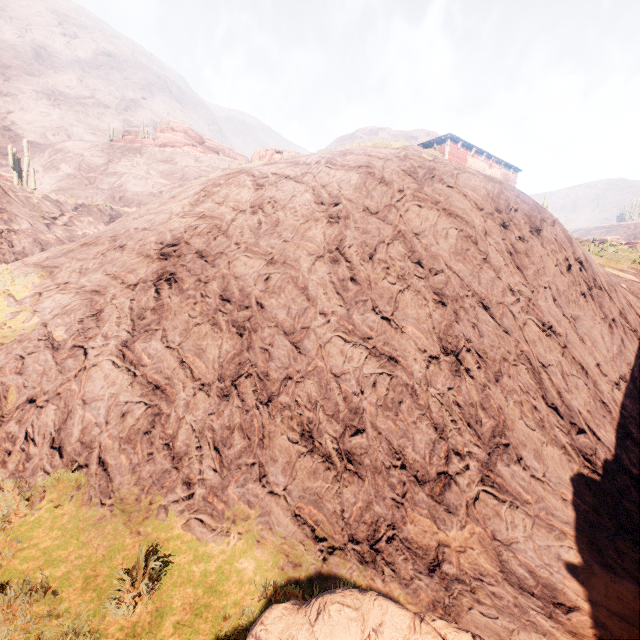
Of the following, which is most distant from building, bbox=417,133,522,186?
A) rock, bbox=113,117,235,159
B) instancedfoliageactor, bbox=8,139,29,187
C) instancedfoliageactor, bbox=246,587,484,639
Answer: rock, bbox=113,117,235,159

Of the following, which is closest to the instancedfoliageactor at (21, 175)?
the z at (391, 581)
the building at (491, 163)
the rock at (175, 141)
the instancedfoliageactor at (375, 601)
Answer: the z at (391, 581)

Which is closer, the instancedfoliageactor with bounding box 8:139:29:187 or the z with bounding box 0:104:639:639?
the z with bounding box 0:104:639:639

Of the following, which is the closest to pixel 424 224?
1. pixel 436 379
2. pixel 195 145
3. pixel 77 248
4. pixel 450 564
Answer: pixel 436 379

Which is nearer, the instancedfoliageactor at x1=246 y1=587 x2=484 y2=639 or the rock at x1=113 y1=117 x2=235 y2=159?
the instancedfoliageactor at x1=246 y1=587 x2=484 y2=639

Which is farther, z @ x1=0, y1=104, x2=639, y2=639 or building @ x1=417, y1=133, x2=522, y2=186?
building @ x1=417, y1=133, x2=522, y2=186

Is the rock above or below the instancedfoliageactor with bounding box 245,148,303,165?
above

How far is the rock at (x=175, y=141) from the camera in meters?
48.7
